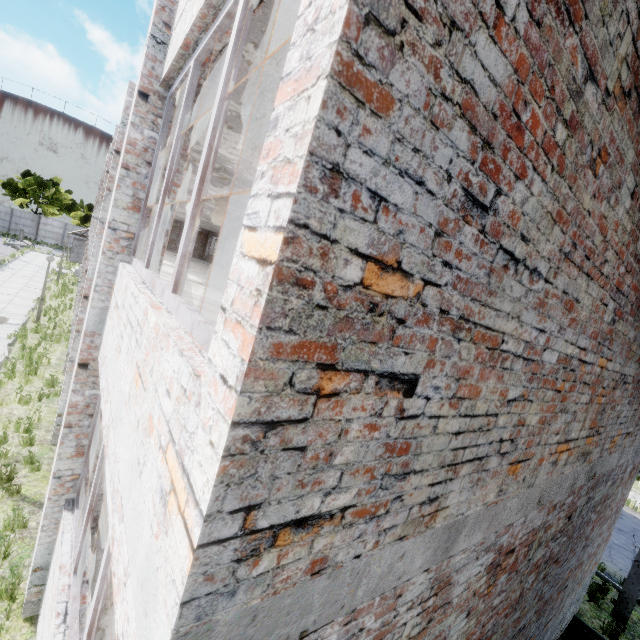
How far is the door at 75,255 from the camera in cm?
2966

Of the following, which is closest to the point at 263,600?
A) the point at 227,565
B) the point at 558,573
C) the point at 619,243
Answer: the point at 227,565

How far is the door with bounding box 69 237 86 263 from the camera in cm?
2966

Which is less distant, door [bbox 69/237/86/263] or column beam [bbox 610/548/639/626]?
column beam [bbox 610/548/639/626]

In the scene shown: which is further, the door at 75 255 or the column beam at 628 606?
the door at 75 255

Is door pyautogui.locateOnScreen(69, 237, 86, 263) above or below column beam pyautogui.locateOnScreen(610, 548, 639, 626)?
above
